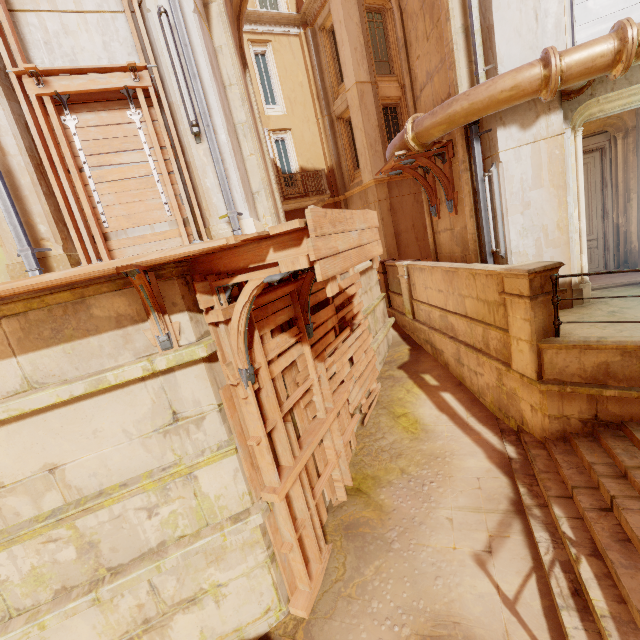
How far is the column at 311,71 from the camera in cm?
1550

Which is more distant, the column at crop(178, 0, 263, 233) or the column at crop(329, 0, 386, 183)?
the column at crop(329, 0, 386, 183)

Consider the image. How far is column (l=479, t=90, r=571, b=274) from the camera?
5.6m

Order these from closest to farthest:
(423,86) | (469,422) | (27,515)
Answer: (27,515), (469,422), (423,86)

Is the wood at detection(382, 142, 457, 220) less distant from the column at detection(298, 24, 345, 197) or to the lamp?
the lamp

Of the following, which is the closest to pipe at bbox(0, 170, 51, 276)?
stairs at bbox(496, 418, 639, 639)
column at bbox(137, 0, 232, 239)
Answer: column at bbox(137, 0, 232, 239)

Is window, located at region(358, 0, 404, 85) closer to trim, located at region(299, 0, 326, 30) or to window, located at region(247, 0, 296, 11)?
trim, located at region(299, 0, 326, 30)

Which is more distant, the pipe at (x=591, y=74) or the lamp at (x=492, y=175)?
the lamp at (x=492, y=175)
